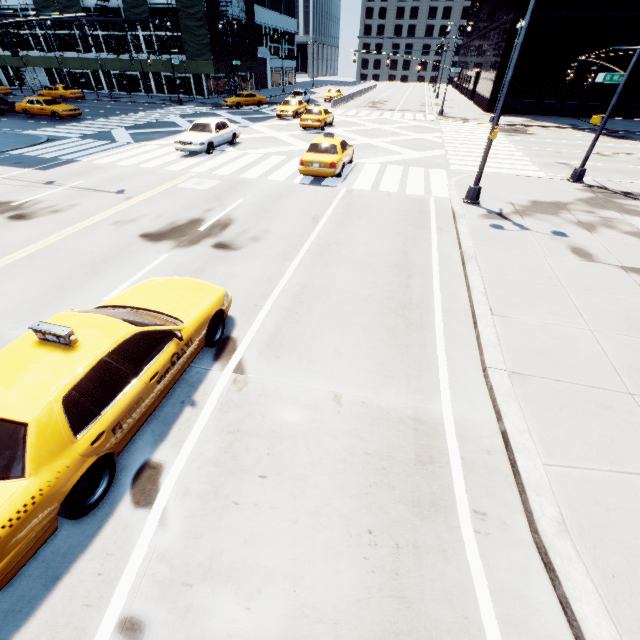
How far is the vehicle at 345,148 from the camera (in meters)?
13.96

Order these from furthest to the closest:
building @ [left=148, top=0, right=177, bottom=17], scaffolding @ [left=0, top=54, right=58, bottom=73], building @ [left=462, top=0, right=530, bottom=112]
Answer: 1. scaffolding @ [left=0, top=54, right=58, bottom=73]
2. building @ [left=148, top=0, right=177, bottom=17]
3. building @ [left=462, top=0, right=530, bottom=112]

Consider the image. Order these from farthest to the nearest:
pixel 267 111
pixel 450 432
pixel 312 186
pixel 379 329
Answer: pixel 267 111, pixel 312 186, pixel 379 329, pixel 450 432

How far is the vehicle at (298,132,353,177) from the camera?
14.0 meters

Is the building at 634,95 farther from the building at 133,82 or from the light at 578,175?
the building at 133,82

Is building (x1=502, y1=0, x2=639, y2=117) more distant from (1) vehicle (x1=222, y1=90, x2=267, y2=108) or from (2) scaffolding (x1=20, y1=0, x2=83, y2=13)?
(2) scaffolding (x1=20, y1=0, x2=83, y2=13)

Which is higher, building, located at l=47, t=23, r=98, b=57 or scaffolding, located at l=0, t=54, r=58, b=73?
building, located at l=47, t=23, r=98, b=57

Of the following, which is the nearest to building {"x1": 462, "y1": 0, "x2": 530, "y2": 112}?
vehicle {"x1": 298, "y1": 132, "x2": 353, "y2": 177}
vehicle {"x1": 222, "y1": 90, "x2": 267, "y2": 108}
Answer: vehicle {"x1": 222, "y1": 90, "x2": 267, "y2": 108}
